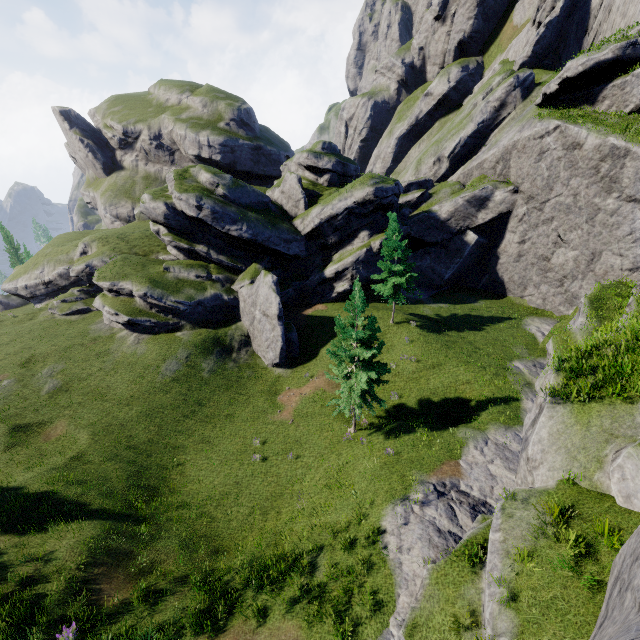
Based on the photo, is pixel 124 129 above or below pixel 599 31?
below

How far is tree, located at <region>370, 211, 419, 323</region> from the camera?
28.4m

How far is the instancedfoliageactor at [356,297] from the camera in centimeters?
1823cm

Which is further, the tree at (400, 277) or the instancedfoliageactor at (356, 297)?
the tree at (400, 277)

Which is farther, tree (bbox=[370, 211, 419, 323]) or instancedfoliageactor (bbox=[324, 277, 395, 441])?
tree (bbox=[370, 211, 419, 323])

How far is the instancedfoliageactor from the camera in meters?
18.2 m
